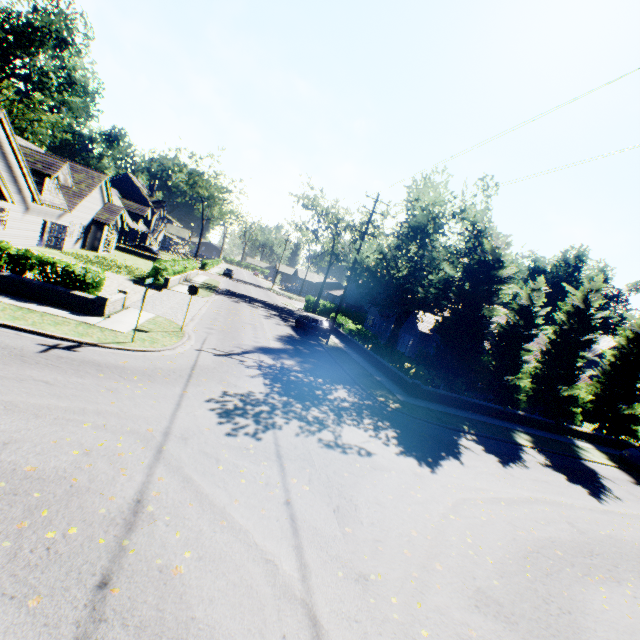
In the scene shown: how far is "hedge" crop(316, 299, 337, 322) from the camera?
36.47m

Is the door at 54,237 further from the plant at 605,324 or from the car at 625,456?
the plant at 605,324

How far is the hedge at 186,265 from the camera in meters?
25.8 m

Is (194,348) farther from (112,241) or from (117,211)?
(112,241)

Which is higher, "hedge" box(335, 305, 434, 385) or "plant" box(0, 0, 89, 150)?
"plant" box(0, 0, 89, 150)

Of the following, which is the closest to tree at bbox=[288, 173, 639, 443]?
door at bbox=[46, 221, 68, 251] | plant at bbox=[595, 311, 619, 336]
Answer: plant at bbox=[595, 311, 619, 336]

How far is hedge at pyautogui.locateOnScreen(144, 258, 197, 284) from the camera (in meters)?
25.84

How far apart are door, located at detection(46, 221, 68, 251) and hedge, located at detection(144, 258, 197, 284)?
7.30m
